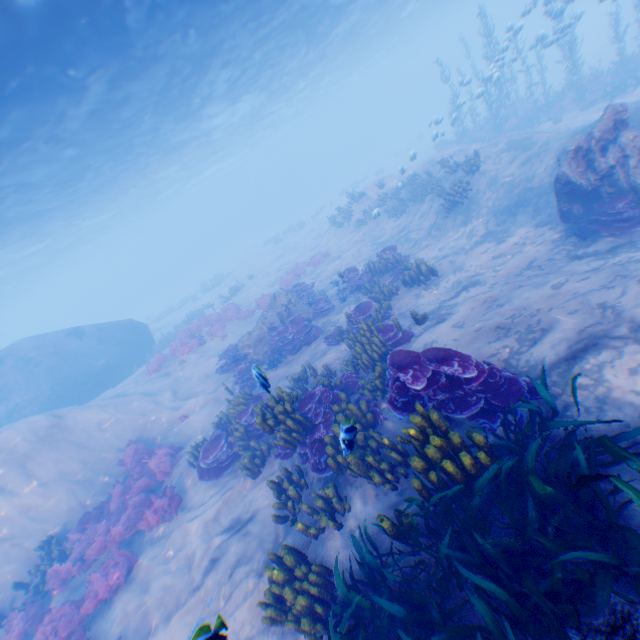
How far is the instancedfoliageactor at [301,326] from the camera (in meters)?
13.14

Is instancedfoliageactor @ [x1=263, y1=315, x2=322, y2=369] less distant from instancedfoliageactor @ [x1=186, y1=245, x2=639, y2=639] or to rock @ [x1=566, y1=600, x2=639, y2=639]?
instancedfoliageactor @ [x1=186, y1=245, x2=639, y2=639]

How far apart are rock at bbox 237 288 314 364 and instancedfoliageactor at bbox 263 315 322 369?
0.0 meters

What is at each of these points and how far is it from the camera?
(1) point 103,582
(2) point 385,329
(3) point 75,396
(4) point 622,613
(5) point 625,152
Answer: (1) instancedfoliageactor, 8.1m
(2) instancedfoliageactor, 9.4m
(3) submarine, 20.5m
(4) rock, 2.2m
(5) rock, 8.1m

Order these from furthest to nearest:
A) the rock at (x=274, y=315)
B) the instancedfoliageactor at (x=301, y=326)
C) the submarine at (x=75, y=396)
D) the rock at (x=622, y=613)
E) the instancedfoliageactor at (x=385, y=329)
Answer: the submarine at (x=75, y=396) < the rock at (x=274, y=315) < the instancedfoliageactor at (x=301, y=326) < the instancedfoliageactor at (x=385, y=329) < the rock at (x=622, y=613)

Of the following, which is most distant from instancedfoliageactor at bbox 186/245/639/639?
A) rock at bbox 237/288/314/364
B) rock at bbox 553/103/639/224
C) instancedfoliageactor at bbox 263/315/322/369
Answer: rock at bbox 237/288/314/364

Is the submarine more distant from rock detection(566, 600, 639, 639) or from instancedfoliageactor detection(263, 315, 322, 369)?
instancedfoliageactor detection(263, 315, 322, 369)

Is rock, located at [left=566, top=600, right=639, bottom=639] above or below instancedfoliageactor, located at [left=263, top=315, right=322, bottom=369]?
above
